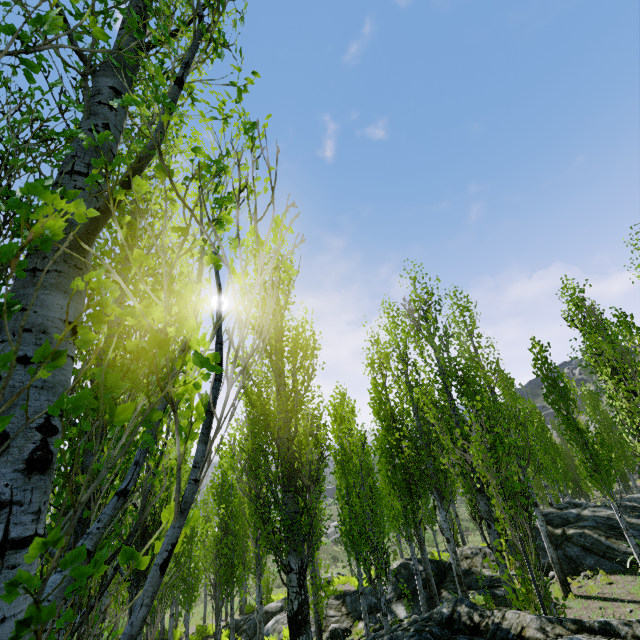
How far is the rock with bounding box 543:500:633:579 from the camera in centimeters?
1183cm

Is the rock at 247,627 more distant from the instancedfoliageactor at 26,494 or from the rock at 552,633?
the rock at 552,633

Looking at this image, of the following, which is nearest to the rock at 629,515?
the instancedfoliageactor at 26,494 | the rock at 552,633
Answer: the instancedfoliageactor at 26,494

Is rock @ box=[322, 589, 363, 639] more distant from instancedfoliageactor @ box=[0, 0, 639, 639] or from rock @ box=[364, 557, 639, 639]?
rock @ box=[364, 557, 639, 639]

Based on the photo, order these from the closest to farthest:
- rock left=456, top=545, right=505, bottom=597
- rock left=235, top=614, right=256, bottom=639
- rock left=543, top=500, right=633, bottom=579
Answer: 1. rock left=543, top=500, right=633, bottom=579
2. rock left=456, top=545, right=505, bottom=597
3. rock left=235, top=614, right=256, bottom=639

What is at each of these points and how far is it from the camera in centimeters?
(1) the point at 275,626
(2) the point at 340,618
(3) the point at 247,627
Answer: (1) rock, 1505cm
(2) rock, 1402cm
(3) rock, 1631cm
